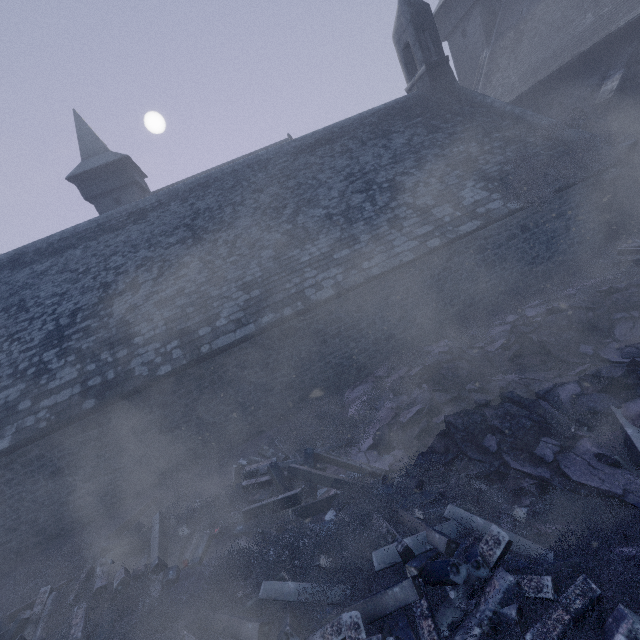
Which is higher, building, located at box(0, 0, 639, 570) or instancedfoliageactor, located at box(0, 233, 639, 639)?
building, located at box(0, 0, 639, 570)

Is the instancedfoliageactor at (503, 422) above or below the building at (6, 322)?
below

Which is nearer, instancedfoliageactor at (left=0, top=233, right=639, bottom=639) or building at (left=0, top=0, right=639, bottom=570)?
instancedfoliageactor at (left=0, top=233, right=639, bottom=639)

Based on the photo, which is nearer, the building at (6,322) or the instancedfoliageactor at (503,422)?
the instancedfoliageactor at (503,422)

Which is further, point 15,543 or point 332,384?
point 332,384
